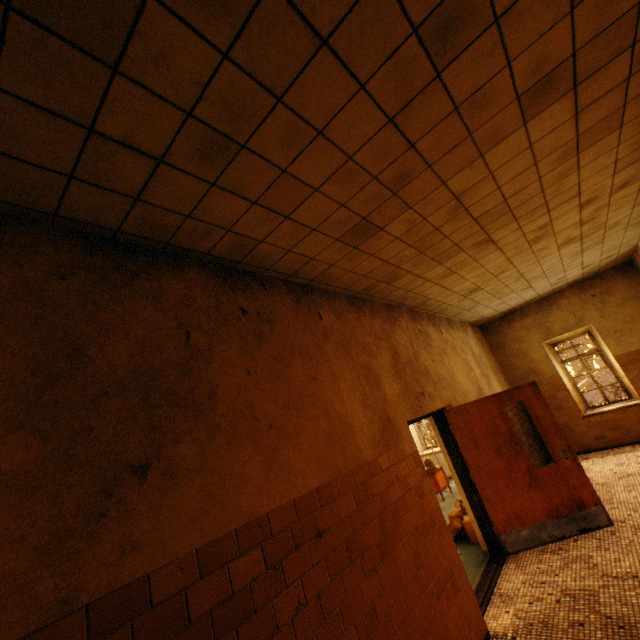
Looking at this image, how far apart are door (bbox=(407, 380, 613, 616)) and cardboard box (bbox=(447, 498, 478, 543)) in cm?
45

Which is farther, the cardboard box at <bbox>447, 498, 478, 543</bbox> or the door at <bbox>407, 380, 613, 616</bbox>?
the cardboard box at <bbox>447, 498, 478, 543</bbox>

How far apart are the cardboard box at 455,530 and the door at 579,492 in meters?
0.5

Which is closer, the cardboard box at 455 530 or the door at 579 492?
the door at 579 492

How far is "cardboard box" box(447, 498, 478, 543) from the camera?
5.37m

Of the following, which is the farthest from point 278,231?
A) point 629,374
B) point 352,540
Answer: point 629,374

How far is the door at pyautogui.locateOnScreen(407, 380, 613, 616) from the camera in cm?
455
